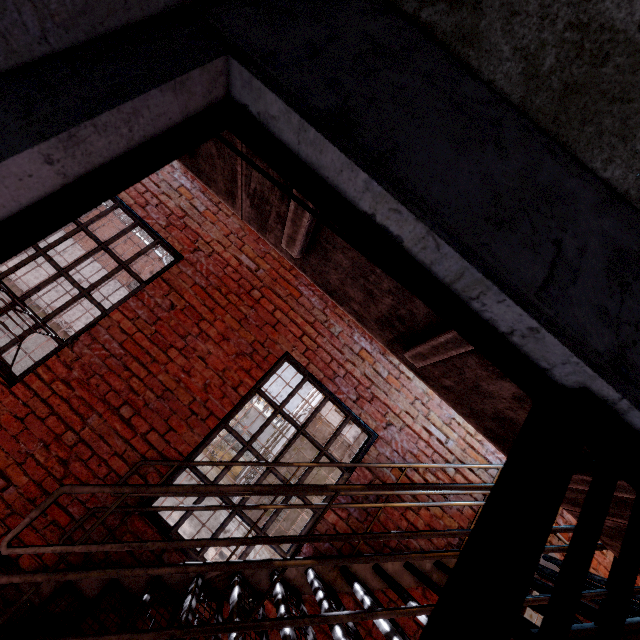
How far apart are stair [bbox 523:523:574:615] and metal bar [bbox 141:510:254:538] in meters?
0.1 m

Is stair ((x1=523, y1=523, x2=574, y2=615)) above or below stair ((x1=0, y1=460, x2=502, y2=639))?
above

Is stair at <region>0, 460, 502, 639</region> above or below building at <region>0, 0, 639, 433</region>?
below

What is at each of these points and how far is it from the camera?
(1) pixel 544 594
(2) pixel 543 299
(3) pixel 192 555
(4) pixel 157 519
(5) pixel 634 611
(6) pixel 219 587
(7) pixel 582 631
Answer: (1) stair, 2.0m
(2) building, 0.7m
(3) metal bar, 2.9m
(4) metal bar, 2.9m
(5) stair, 2.3m
(6) stair, 2.7m
(7) stair, 2.0m

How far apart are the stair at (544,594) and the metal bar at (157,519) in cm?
13

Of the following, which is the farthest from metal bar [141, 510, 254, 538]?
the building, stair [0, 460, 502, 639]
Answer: the building
